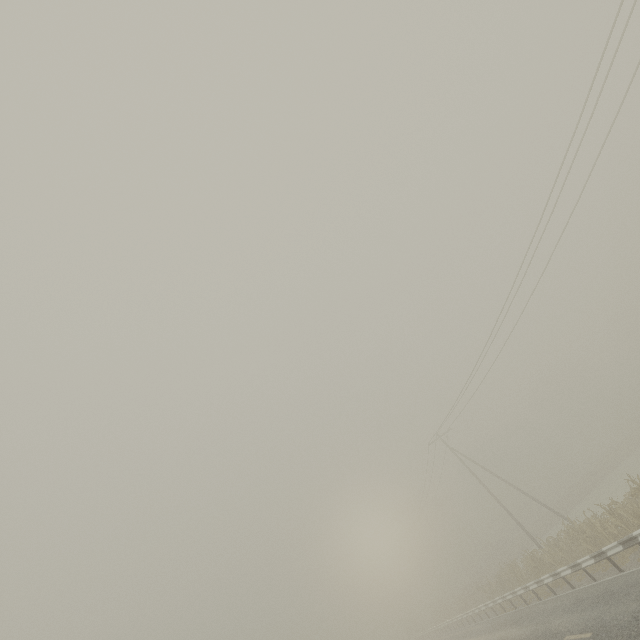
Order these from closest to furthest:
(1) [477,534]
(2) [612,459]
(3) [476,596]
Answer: (3) [476,596] < (2) [612,459] < (1) [477,534]

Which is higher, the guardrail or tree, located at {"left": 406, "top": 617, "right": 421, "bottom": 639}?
tree, located at {"left": 406, "top": 617, "right": 421, "bottom": 639}

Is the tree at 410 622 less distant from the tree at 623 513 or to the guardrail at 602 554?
the guardrail at 602 554

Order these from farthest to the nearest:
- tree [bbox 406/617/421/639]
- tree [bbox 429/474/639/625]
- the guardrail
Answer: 1. tree [bbox 406/617/421/639]
2. tree [bbox 429/474/639/625]
3. the guardrail

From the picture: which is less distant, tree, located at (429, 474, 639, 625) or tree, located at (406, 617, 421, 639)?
tree, located at (429, 474, 639, 625)

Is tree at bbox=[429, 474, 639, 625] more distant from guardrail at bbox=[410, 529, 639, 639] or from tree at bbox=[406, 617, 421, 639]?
tree at bbox=[406, 617, 421, 639]

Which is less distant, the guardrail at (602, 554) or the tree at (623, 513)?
the guardrail at (602, 554)
